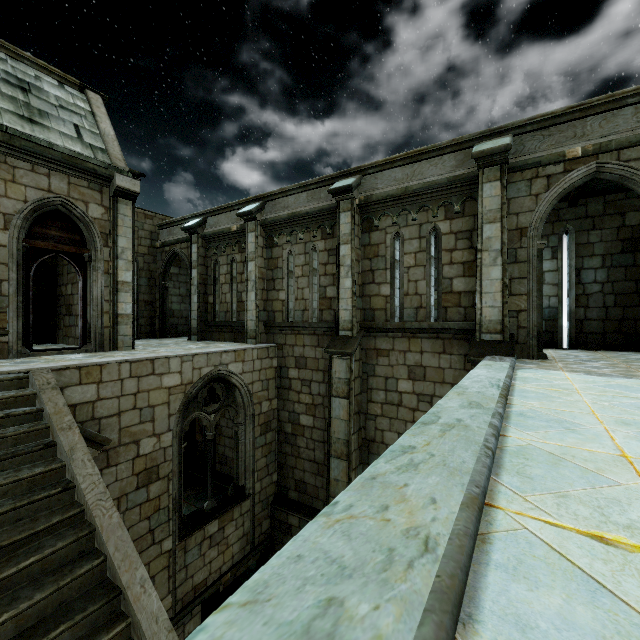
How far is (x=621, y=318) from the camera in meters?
8.6 m

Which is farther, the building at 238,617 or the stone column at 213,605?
the stone column at 213,605

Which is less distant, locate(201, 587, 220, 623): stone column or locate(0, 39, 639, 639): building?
locate(0, 39, 639, 639): building

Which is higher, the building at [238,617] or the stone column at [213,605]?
the building at [238,617]

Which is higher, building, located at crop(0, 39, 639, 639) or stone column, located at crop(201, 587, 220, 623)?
building, located at crop(0, 39, 639, 639)

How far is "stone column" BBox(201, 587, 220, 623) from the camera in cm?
843
